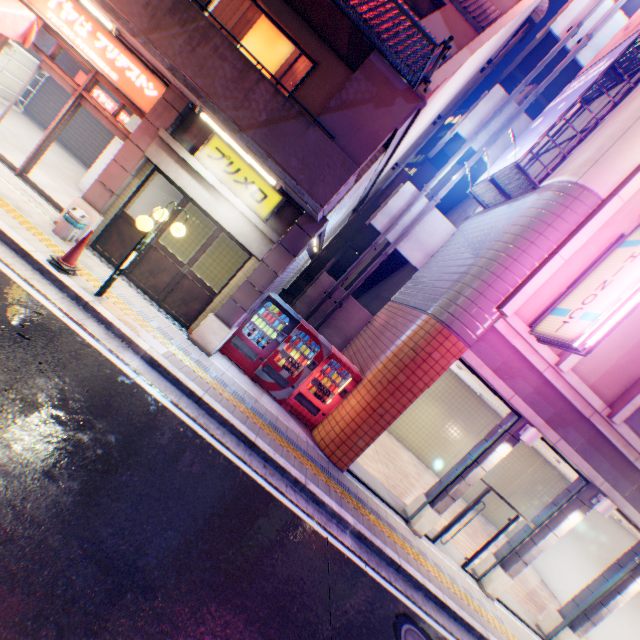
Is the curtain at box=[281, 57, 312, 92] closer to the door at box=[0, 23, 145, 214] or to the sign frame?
the door at box=[0, 23, 145, 214]

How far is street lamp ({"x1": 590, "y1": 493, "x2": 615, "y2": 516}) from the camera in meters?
8.1

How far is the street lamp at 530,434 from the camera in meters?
7.9 m

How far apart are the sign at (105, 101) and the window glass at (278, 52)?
6.6m

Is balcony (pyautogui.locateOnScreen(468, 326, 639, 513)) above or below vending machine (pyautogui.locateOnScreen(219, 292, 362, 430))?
above

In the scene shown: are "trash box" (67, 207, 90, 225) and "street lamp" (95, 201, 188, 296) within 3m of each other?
yes

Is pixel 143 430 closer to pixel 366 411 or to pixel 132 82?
pixel 366 411

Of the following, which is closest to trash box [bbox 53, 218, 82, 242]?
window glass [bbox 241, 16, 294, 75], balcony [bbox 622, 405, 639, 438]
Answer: window glass [bbox 241, 16, 294, 75]
